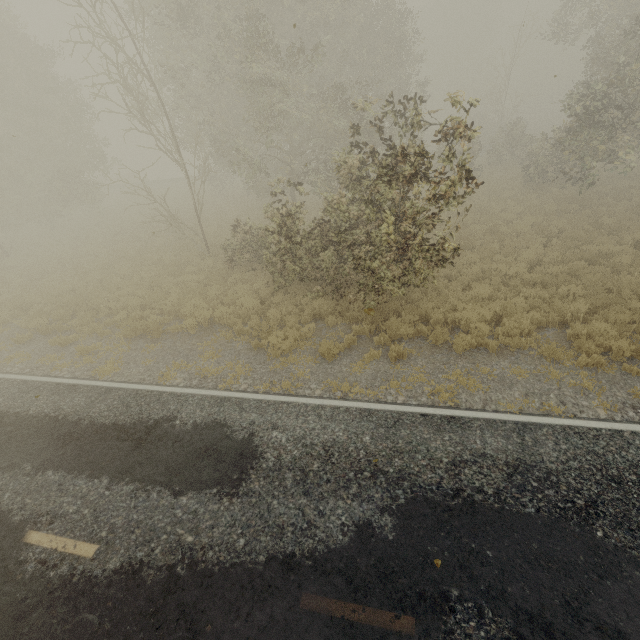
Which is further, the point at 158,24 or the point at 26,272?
the point at 26,272
